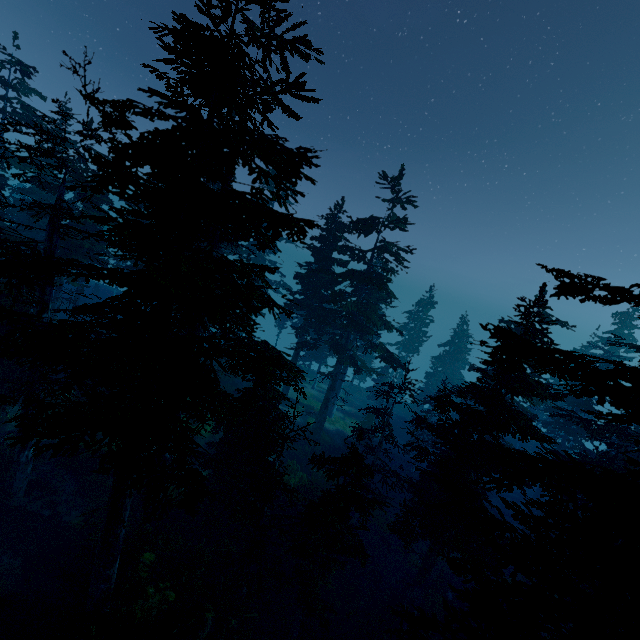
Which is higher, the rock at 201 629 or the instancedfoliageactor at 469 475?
the instancedfoliageactor at 469 475

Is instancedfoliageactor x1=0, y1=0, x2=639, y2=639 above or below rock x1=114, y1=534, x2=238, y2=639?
above

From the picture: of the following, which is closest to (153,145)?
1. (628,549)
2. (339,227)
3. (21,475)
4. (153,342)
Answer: (153,342)

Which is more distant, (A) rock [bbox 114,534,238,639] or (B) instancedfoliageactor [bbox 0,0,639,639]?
(A) rock [bbox 114,534,238,639]

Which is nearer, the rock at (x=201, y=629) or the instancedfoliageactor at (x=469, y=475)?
the instancedfoliageactor at (x=469, y=475)
